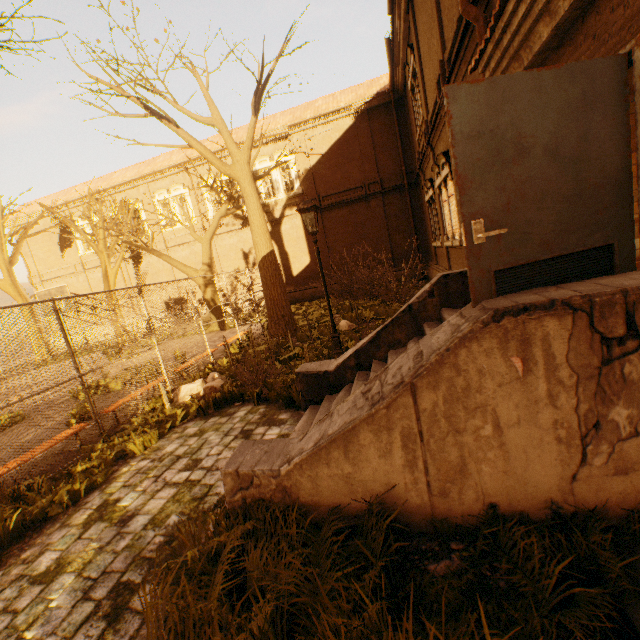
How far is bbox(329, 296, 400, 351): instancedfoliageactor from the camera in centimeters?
968cm

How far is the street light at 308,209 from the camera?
7.2 meters

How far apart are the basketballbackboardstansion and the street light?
11.47m

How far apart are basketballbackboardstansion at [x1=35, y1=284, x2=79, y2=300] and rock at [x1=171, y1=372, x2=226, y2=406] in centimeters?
881cm

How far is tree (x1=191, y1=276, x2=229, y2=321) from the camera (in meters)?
17.97

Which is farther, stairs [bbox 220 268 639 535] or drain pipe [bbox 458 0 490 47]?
drain pipe [bbox 458 0 490 47]

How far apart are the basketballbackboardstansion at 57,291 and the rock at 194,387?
8.81m

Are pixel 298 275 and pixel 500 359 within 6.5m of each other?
no
